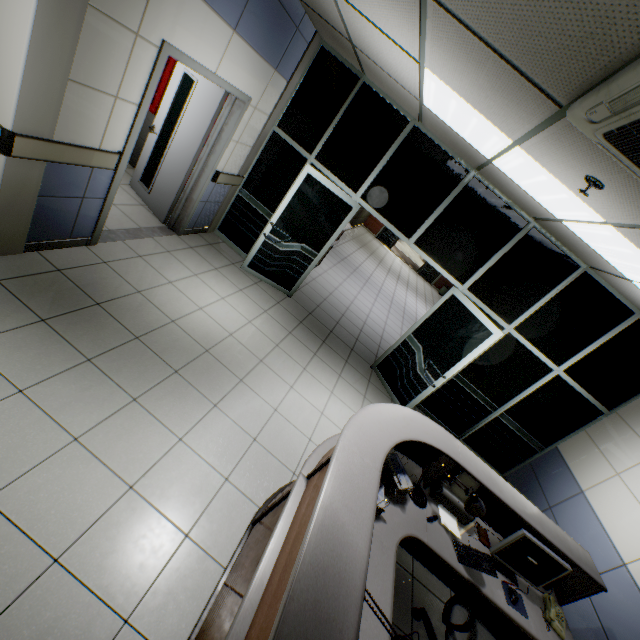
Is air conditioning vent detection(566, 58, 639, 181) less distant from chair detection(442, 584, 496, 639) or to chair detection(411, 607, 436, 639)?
chair detection(442, 584, 496, 639)

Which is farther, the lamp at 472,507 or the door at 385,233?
the door at 385,233

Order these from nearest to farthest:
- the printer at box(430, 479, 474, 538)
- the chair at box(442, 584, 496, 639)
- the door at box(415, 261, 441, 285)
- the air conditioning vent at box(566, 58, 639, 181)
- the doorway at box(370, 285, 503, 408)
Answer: the air conditioning vent at box(566, 58, 639, 181)
the chair at box(442, 584, 496, 639)
the printer at box(430, 479, 474, 538)
the doorway at box(370, 285, 503, 408)
the door at box(415, 261, 441, 285)

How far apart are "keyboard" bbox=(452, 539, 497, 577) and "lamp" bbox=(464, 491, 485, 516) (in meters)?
0.44

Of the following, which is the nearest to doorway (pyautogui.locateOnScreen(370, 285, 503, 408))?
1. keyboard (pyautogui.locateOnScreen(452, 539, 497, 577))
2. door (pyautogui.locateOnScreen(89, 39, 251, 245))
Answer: keyboard (pyautogui.locateOnScreen(452, 539, 497, 577))

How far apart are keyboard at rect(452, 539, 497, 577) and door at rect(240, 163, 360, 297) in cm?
415

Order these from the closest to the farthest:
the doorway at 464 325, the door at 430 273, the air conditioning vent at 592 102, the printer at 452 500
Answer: the air conditioning vent at 592 102, the printer at 452 500, the doorway at 464 325, the door at 430 273

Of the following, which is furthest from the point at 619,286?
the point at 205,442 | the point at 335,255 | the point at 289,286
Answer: the point at 335,255
